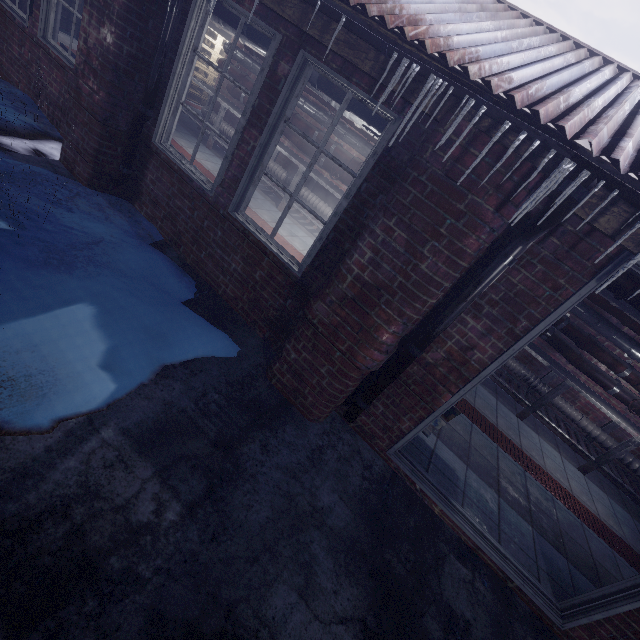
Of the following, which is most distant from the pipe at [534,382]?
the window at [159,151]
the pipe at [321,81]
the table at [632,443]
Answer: the window at [159,151]

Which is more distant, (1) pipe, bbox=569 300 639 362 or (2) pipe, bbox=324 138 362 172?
(2) pipe, bbox=324 138 362 172

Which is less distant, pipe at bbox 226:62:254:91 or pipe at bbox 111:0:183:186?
pipe at bbox 111:0:183:186

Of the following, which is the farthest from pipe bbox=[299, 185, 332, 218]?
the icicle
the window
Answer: the icicle

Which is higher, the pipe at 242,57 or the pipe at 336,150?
the pipe at 242,57

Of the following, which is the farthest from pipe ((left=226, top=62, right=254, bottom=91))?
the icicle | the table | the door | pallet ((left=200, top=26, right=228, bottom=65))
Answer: the icicle

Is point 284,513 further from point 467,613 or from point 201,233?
point 201,233

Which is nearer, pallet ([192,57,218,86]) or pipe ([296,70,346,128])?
Answer: pipe ([296,70,346,128])
